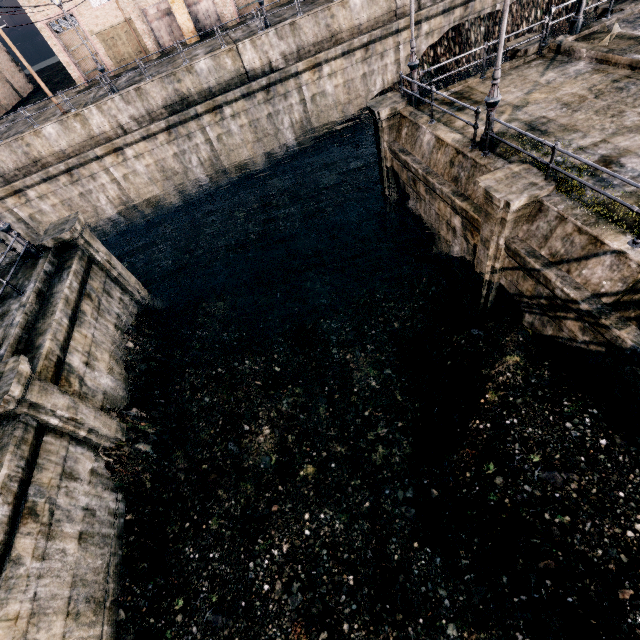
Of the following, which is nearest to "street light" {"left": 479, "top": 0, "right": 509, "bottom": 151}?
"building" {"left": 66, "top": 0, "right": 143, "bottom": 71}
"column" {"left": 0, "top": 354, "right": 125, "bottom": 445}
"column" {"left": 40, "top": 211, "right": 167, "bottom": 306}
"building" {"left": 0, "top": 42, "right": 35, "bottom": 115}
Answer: "column" {"left": 0, "top": 354, "right": 125, "bottom": 445}

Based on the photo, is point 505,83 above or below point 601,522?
above

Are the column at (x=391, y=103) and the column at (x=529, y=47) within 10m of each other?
yes

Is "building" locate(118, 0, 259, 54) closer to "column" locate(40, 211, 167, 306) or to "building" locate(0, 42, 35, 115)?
"building" locate(0, 42, 35, 115)

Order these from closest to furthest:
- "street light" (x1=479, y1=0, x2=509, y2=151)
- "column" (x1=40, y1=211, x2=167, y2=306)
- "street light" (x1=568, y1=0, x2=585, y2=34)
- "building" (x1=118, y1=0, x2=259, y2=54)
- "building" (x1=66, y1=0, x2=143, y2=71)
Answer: "street light" (x1=479, y1=0, x2=509, y2=151)
"street light" (x1=568, y1=0, x2=585, y2=34)
"column" (x1=40, y1=211, x2=167, y2=306)
"building" (x1=66, y1=0, x2=143, y2=71)
"building" (x1=118, y1=0, x2=259, y2=54)

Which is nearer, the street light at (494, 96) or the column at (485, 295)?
the street light at (494, 96)

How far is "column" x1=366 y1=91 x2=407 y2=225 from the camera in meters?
14.4 m

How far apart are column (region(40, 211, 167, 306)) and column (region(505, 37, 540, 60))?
21.24m
